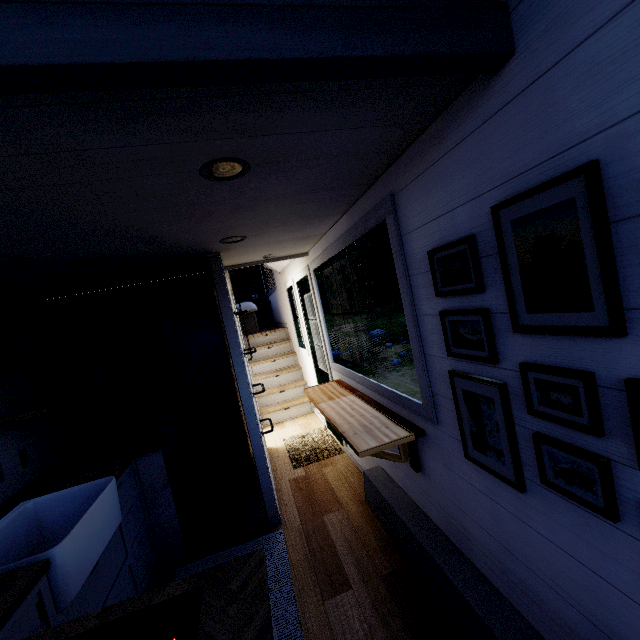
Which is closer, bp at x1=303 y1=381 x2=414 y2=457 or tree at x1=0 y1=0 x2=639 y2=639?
tree at x1=0 y1=0 x2=639 y2=639

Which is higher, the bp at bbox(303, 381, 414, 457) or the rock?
the bp at bbox(303, 381, 414, 457)

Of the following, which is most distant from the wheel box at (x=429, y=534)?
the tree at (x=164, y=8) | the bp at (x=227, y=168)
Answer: the bp at (x=227, y=168)

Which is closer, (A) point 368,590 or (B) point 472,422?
(B) point 472,422

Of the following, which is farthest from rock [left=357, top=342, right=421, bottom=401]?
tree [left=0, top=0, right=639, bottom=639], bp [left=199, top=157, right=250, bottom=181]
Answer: bp [left=199, top=157, right=250, bottom=181]

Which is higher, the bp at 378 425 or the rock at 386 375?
the bp at 378 425

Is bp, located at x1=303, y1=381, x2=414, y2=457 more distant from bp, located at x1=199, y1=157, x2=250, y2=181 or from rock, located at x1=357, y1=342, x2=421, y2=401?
rock, located at x1=357, y1=342, x2=421, y2=401

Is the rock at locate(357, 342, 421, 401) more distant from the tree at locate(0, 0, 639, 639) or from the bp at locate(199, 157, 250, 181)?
the bp at locate(199, 157, 250, 181)
